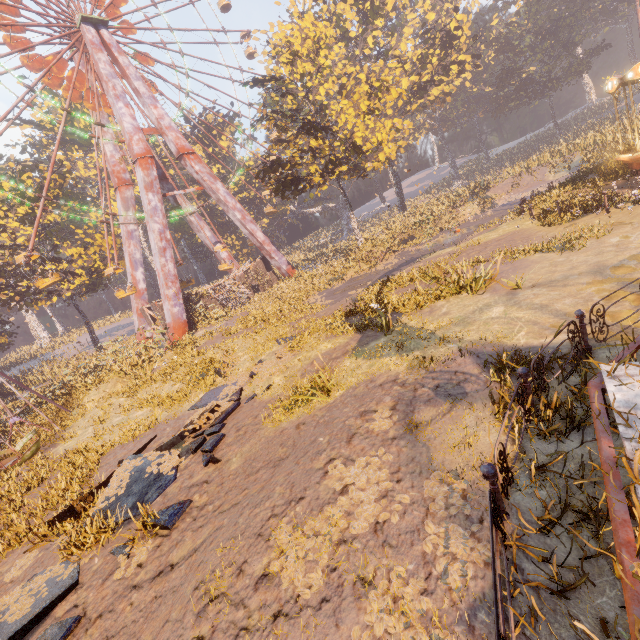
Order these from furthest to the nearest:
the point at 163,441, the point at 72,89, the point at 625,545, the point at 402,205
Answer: the point at 402,205 < the point at 72,89 < the point at 163,441 < the point at 625,545

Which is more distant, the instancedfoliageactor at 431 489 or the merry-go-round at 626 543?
the instancedfoliageactor at 431 489

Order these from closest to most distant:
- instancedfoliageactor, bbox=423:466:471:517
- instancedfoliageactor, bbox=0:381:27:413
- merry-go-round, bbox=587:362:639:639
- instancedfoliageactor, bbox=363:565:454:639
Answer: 1. merry-go-round, bbox=587:362:639:639
2. instancedfoliageactor, bbox=363:565:454:639
3. instancedfoliageactor, bbox=423:466:471:517
4. instancedfoliageactor, bbox=0:381:27:413

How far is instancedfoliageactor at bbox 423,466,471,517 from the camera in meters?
4.0

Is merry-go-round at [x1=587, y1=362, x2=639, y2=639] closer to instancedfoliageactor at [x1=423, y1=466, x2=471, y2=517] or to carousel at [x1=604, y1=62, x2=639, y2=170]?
instancedfoliageactor at [x1=423, y1=466, x2=471, y2=517]

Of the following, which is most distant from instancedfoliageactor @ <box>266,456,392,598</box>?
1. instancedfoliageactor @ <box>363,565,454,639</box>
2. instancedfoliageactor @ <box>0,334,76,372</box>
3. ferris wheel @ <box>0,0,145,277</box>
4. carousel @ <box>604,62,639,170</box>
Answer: ferris wheel @ <box>0,0,145,277</box>

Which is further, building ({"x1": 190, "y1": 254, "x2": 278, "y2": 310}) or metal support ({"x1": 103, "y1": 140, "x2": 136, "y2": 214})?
building ({"x1": 190, "y1": 254, "x2": 278, "y2": 310})

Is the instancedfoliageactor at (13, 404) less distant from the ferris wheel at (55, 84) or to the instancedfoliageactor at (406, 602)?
the ferris wheel at (55, 84)
